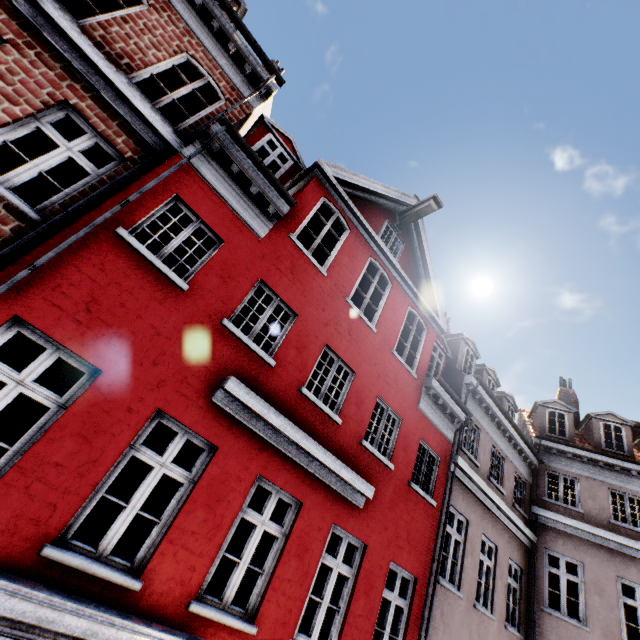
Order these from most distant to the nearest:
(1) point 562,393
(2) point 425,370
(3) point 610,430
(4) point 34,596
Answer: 1. (1) point 562,393
2. (3) point 610,430
3. (2) point 425,370
4. (4) point 34,596
